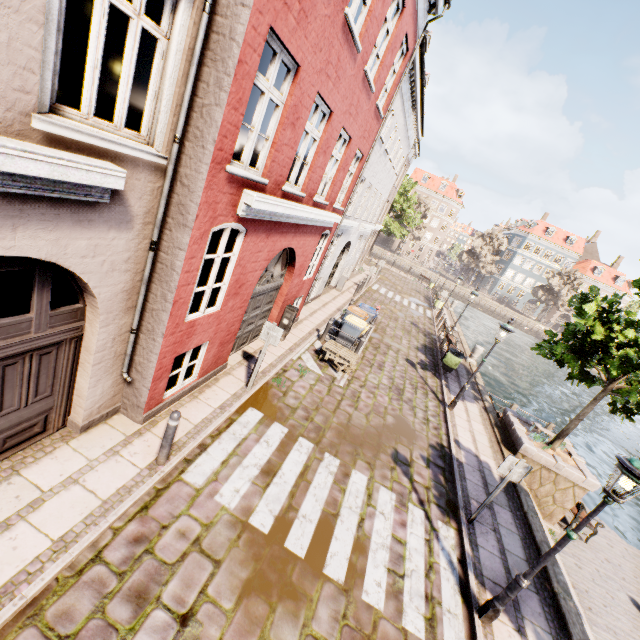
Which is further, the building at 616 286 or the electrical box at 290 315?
the building at 616 286

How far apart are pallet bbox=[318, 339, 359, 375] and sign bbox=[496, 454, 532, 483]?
5.1 meters

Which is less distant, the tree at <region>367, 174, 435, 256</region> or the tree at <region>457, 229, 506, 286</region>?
the tree at <region>367, 174, 435, 256</region>

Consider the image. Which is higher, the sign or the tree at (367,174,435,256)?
the tree at (367,174,435,256)

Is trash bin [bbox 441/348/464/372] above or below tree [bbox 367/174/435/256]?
below

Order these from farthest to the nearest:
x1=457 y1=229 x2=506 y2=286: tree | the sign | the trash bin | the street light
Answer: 1. x1=457 y1=229 x2=506 y2=286: tree
2. the trash bin
3. the sign
4. the street light

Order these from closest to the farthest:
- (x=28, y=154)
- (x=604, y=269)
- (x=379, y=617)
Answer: (x=28, y=154) → (x=379, y=617) → (x=604, y=269)

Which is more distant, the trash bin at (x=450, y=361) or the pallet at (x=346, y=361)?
the trash bin at (x=450, y=361)
